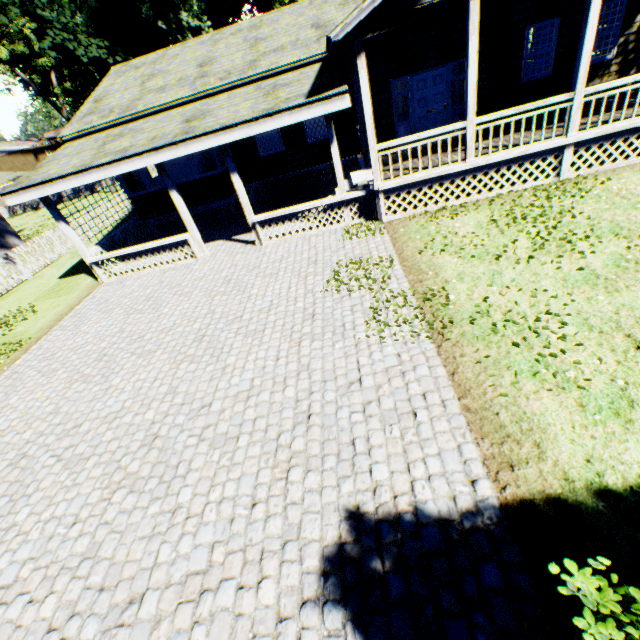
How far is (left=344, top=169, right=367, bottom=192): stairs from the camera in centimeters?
989cm

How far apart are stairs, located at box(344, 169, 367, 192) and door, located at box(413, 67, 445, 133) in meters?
2.7 m

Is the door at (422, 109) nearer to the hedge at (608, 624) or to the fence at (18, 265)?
the fence at (18, 265)

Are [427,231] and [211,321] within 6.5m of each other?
yes

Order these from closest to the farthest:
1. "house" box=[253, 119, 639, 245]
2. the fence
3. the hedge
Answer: the hedge < "house" box=[253, 119, 639, 245] < the fence

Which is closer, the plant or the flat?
the flat

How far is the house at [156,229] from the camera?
10.62m

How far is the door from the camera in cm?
1066
